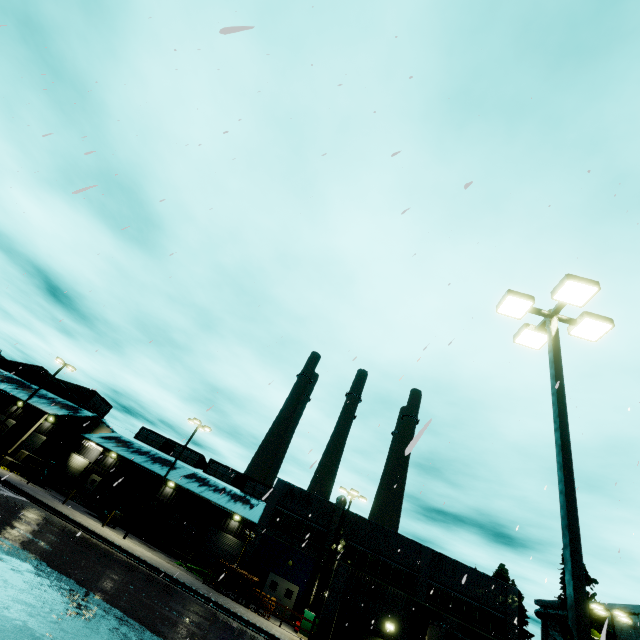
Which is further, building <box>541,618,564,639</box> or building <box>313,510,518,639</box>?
building <box>541,618,564,639</box>

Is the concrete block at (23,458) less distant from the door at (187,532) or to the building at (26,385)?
the building at (26,385)

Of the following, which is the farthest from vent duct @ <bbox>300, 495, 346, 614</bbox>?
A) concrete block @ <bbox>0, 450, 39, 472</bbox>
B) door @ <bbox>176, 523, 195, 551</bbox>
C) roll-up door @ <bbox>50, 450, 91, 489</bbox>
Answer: roll-up door @ <bbox>50, 450, 91, 489</bbox>

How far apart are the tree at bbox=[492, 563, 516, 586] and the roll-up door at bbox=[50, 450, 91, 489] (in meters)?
58.07

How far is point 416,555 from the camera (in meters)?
31.41

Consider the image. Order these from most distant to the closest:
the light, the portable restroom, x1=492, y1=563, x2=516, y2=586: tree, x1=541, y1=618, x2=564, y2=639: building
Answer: x1=541, y1=618, x2=564, y2=639: building < x1=492, y1=563, x2=516, y2=586: tree < the portable restroom < the light

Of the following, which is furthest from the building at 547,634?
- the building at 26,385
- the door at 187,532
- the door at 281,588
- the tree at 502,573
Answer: the door at 187,532

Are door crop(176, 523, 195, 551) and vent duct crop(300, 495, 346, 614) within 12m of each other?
yes
